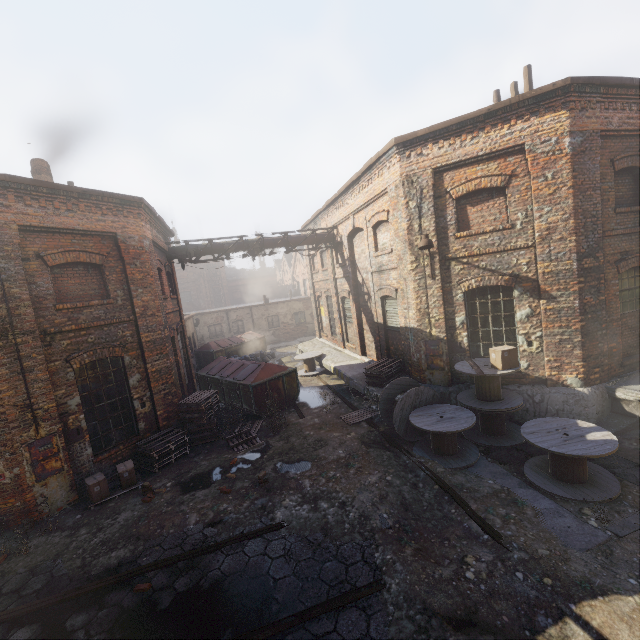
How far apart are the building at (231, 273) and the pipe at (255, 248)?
43.25m

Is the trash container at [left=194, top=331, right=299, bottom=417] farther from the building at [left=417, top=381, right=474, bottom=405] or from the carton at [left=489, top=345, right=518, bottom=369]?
the carton at [left=489, top=345, right=518, bottom=369]

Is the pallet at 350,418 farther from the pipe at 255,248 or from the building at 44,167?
the building at 44,167

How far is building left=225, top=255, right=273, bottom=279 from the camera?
57.59m

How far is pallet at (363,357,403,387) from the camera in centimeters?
1096cm

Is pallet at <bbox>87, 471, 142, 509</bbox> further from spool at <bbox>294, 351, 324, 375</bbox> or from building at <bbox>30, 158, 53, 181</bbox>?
building at <bbox>30, 158, 53, 181</bbox>

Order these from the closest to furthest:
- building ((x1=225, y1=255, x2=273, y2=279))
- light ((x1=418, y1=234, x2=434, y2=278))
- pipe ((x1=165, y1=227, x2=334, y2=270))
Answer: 1. light ((x1=418, y1=234, x2=434, y2=278))
2. pipe ((x1=165, y1=227, x2=334, y2=270))
3. building ((x1=225, y1=255, x2=273, y2=279))

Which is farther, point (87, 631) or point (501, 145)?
point (501, 145)
